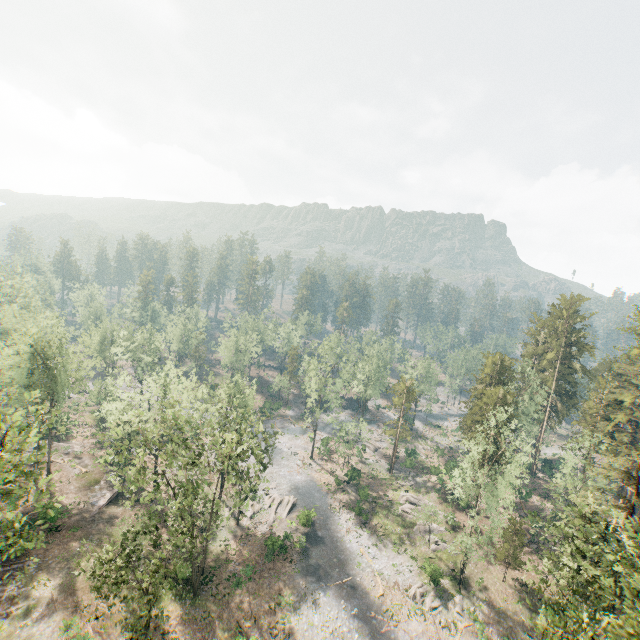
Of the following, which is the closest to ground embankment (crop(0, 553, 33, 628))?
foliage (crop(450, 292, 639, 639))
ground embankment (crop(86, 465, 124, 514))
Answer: foliage (crop(450, 292, 639, 639))

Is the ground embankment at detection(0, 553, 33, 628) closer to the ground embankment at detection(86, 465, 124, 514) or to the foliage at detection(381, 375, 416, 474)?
the foliage at detection(381, 375, 416, 474)

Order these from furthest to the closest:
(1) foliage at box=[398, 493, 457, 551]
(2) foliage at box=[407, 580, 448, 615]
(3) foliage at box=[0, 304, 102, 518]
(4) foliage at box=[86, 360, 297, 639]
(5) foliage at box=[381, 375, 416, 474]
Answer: (5) foliage at box=[381, 375, 416, 474] < (1) foliage at box=[398, 493, 457, 551] < (2) foliage at box=[407, 580, 448, 615] < (4) foliage at box=[86, 360, 297, 639] < (3) foliage at box=[0, 304, 102, 518]

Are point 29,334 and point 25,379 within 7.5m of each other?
yes

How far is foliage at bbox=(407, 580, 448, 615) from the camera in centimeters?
3476cm

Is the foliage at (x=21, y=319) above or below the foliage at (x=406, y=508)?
above

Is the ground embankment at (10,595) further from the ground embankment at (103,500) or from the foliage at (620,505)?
the ground embankment at (103,500)

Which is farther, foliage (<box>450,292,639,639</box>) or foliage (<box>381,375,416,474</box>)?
foliage (<box>381,375,416,474</box>)
